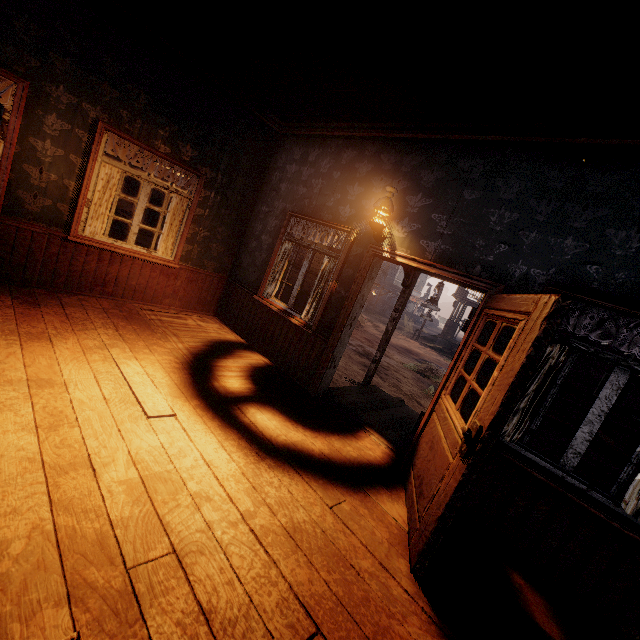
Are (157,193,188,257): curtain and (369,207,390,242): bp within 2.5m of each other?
no

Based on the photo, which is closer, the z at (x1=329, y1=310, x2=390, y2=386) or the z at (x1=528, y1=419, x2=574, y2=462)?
the z at (x1=329, y1=310, x2=390, y2=386)

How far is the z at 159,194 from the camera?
32.5 meters

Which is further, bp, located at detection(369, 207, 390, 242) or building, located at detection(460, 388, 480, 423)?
bp, located at detection(369, 207, 390, 242)

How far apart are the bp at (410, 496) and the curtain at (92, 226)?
5.2 meters

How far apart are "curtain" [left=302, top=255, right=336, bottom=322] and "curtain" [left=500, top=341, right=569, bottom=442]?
2.7m

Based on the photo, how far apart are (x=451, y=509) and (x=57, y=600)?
2.2 meters

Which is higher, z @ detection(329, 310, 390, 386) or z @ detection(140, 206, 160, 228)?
z @ detection(140, 206, 160, 228)
